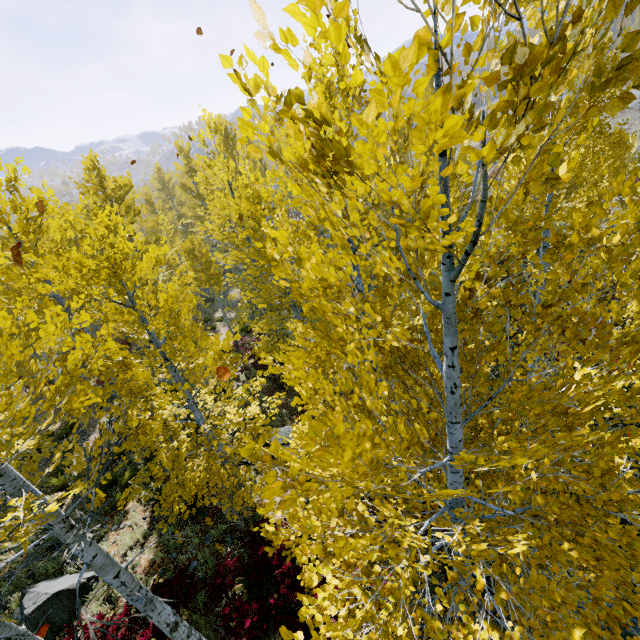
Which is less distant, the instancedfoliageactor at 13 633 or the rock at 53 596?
the instancedfoliageactor at 13 633

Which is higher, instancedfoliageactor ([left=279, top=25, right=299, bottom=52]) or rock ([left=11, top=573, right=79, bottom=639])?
instancedfoliageactor ([left=279, top=25, right=299, bottom=52])

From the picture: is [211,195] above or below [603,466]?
above

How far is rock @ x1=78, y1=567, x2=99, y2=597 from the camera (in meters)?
7.61

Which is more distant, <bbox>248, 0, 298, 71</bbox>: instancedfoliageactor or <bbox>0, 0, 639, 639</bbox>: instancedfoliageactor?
<bbox>0, 0, 639, 639</bbox>: instancedfoliageactor

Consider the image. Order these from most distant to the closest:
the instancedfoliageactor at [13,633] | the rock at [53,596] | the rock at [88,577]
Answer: the rock at [88,577]
the rock at [53,596]
the instancedfoliageactor at [13,633]
